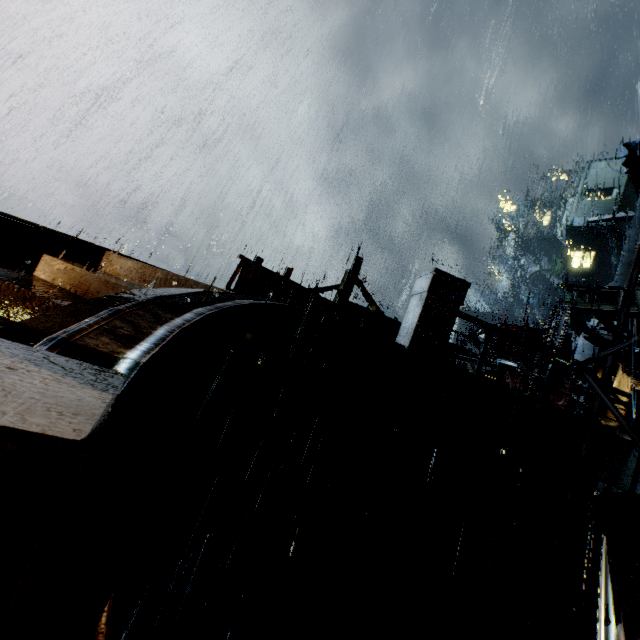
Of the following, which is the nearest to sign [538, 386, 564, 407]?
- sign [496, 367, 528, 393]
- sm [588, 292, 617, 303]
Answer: sign [496, 367, 528, 393]

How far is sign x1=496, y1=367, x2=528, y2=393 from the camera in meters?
9.5 m

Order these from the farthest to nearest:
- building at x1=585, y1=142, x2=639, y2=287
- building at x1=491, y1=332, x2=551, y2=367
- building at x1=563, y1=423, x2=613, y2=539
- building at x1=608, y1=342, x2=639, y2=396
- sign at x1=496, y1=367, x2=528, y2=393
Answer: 1. building at x1=585, y1=142, x2=639, y2=287
2. building at x1=608, y1=342, x2=639, y2=396
3. building at x1=491, y1=332, x2=551, y2=367
4. sign at x1=496, y1=367, x2=528, y2=393
5. building at x1=563, y1=423, x2=613, y2=539

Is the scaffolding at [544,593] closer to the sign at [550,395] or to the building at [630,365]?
the building at [630,365]

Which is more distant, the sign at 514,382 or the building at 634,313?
the building at 634,313

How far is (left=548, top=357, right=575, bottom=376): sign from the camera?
8.23m

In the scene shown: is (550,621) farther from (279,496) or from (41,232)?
(41,232)
